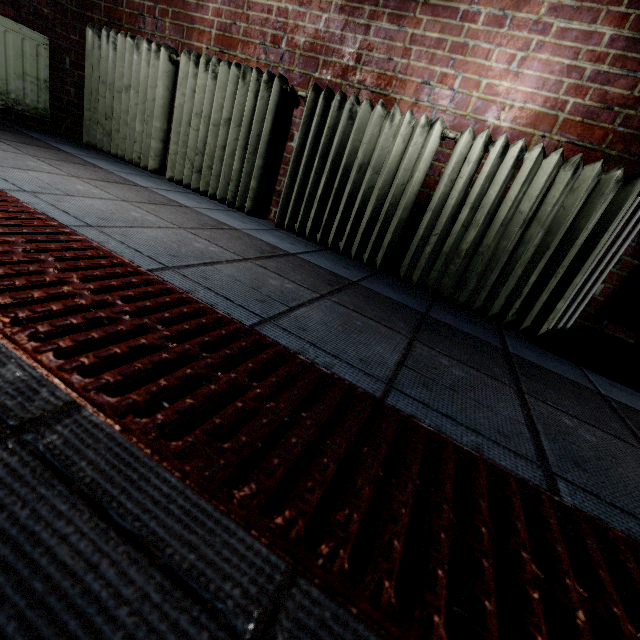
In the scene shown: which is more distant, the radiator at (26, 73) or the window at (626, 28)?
the radiator at (26, 73)

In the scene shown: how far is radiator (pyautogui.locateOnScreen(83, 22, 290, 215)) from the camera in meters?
2.0 m

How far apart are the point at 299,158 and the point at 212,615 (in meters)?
2.08

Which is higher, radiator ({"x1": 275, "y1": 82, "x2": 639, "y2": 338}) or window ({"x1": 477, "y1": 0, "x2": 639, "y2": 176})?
window ({"x1": 477, "y1": 0, "x2": 639, "y2": 176})

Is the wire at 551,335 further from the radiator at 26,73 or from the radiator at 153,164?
the radiator at 26,73

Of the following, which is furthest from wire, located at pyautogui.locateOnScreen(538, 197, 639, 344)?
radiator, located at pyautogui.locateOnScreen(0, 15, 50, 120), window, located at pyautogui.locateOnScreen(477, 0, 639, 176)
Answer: radiator, located at pyautogui.locateOnScreen(0, 15, 50, 120)

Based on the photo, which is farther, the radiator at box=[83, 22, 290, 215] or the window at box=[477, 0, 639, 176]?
the radiator at box=[83, 22, 290, 215]
